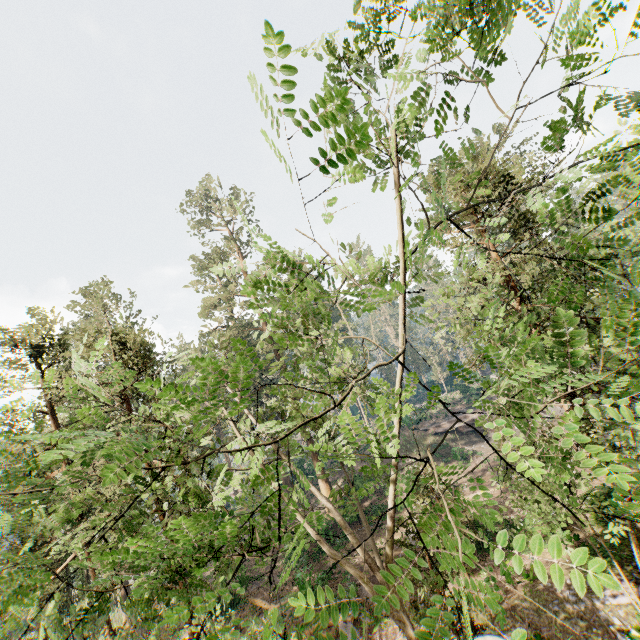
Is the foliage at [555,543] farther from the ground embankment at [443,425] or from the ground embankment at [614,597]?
the ground embankment at [443,425]

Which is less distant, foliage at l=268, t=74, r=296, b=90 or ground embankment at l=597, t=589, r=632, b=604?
foliage at l=268, t=74, r=296, b=90

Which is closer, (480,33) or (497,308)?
(480,33)

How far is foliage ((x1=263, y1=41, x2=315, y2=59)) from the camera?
2.4 meters

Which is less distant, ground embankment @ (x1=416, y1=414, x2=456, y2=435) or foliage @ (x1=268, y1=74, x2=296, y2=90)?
foliage @ (x1=268, y1=74, x2=296, y2=90)

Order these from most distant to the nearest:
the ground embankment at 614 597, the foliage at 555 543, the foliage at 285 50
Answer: the ground embankment at 614 597 < the foliage at 285 50 < the foliage at 555 543
